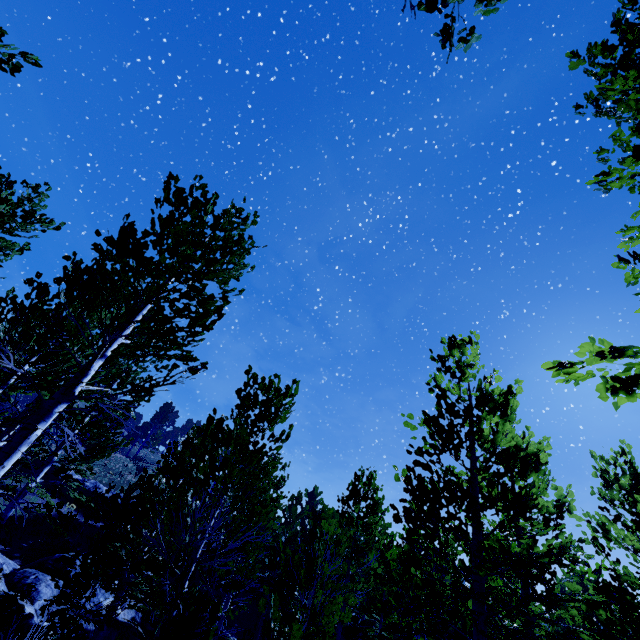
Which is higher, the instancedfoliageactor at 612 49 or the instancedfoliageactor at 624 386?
the instancedfoliageactor at 612 49

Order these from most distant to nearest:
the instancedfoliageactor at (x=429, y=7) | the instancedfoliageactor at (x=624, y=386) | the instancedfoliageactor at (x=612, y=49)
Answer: the instancedfoliageactor at (x=612, y=49) → the instancedfoliageactor at (x=624, y=386) → the instancedfoliageactor at (x=429, y=7)

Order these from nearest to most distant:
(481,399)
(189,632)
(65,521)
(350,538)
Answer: (189,632), (481,399), (350,538), (65,521)

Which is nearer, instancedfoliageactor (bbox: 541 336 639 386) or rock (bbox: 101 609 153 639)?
instancedfoliageactor (bbox: 541 336 639 386)

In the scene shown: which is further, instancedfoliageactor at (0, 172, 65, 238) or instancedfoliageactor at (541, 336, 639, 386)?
instancedfoliageactor at (0, 172, 65, 238)

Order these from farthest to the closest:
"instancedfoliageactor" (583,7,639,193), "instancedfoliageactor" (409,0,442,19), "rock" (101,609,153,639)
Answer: "rock" (101,609,153,639) < "instancedfoliageactor" (583,7,639,193) < "instancedfoliageactor" (409,0,442,19)

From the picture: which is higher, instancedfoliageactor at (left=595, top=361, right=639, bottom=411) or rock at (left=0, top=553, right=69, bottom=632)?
instancedfoliageactor at (left=595, top=361, right=639, bottom=411)
